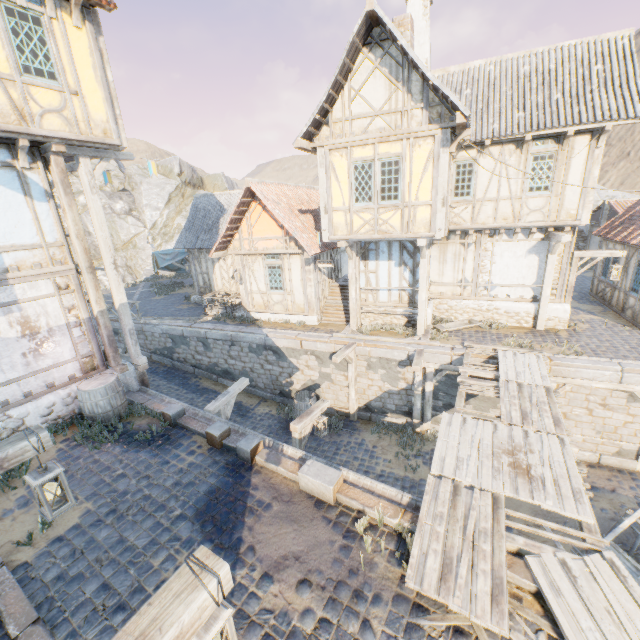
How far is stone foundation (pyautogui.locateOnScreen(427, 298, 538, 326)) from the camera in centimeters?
1298cm

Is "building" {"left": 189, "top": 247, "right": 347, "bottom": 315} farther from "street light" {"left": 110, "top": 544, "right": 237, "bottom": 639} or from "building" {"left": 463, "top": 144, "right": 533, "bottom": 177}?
"street light" {"left": 110, "top": 544, "right": 237, "bottom": 639}

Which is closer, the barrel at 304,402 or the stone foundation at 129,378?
the stone foundation at 129,378

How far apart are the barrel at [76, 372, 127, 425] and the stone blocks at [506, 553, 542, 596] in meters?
8.9 m

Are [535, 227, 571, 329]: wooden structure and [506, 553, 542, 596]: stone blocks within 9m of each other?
no

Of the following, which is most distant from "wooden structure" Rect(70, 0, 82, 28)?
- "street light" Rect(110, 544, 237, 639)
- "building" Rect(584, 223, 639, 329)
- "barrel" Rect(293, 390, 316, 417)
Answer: "building" Rect(584, 223, 639, 329)

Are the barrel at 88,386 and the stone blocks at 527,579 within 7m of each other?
no

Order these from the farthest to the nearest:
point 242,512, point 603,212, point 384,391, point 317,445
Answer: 1. point 603,212
2. point 384,391
3. point 317,445
4. point 242,512
